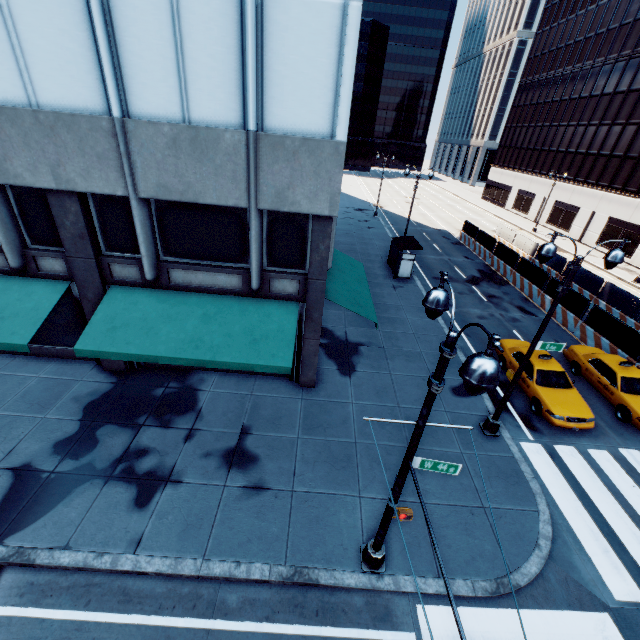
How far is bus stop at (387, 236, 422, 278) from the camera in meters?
23.3 m

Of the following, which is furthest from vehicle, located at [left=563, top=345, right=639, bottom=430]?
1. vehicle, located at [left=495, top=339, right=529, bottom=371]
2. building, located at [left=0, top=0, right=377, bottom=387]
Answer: building, located at [left=0, top=0, right=377, bottom=387]

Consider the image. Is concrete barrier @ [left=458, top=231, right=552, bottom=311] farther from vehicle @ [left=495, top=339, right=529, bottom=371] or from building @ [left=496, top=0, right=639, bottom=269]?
building @ [left=496, top=0, right=639, bottom=269]

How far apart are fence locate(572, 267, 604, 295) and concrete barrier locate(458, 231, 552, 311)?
0.0m

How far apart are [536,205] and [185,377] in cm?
5589

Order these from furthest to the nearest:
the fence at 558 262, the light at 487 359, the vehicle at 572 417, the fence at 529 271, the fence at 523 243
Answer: the fence at 523 243 → the fence at 558 262 → the fence at 529 271 → the vehicle at 572 417 → the light at 487 359

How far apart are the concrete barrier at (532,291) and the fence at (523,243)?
0.01m

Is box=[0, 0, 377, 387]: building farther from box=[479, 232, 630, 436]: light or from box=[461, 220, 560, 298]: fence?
box=[461, 220, 560, 298]: fence
